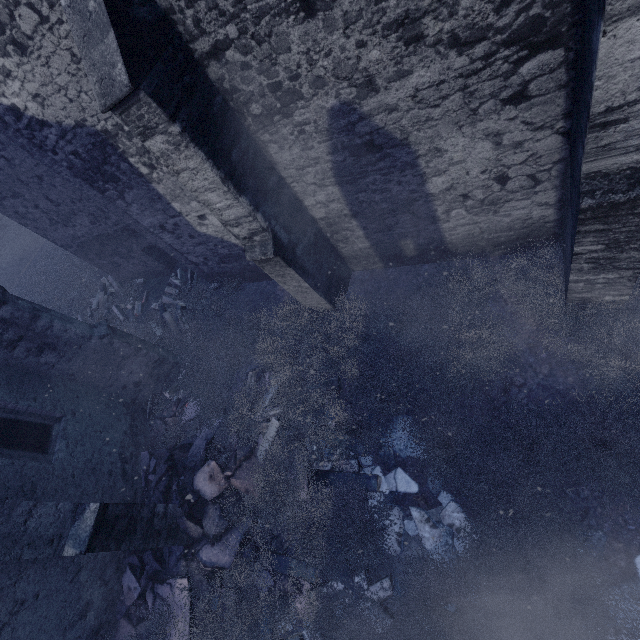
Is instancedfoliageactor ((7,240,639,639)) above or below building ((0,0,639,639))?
below

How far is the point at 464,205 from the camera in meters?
4.8 m

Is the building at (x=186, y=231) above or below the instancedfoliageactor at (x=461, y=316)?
above
